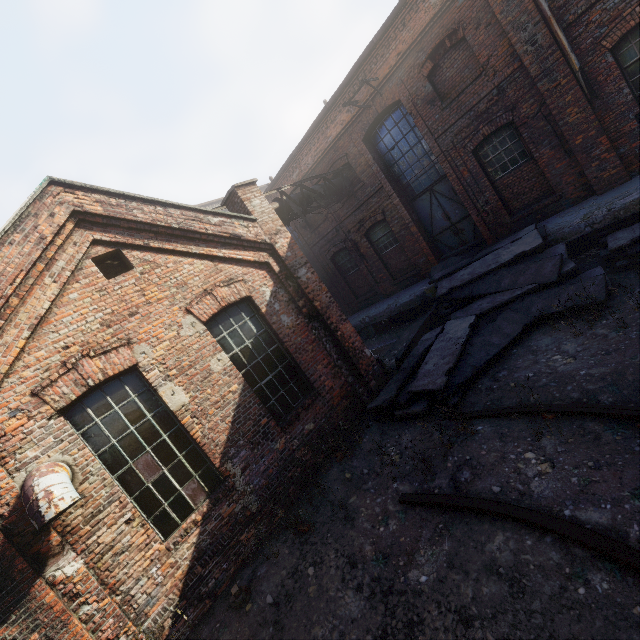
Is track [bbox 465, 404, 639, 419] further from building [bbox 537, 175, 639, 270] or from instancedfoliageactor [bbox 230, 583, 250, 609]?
building [bbox 537, 175, 639, 270]

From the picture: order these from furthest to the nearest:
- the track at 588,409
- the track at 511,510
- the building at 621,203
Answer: the building at 621,203, the track at 588,409, the track at 511,510

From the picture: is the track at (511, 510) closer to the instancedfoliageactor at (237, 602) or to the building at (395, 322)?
the instancedfoliageactor at (237, 602)

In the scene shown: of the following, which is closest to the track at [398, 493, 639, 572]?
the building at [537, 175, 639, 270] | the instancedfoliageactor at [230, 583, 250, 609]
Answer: the instancedfoliageactor at [230, 583, 250, 609]

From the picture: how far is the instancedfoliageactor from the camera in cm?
464

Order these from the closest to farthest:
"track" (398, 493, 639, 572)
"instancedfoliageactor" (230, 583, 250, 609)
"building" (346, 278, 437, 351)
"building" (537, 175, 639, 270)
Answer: "track" (398, 493, 639, 572), "instancedfoliageactor" (230, 583, 250, 609), "building" (537, 175, 639, 270), "building" (346, 278, 437, 351)

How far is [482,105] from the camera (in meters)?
9.27
